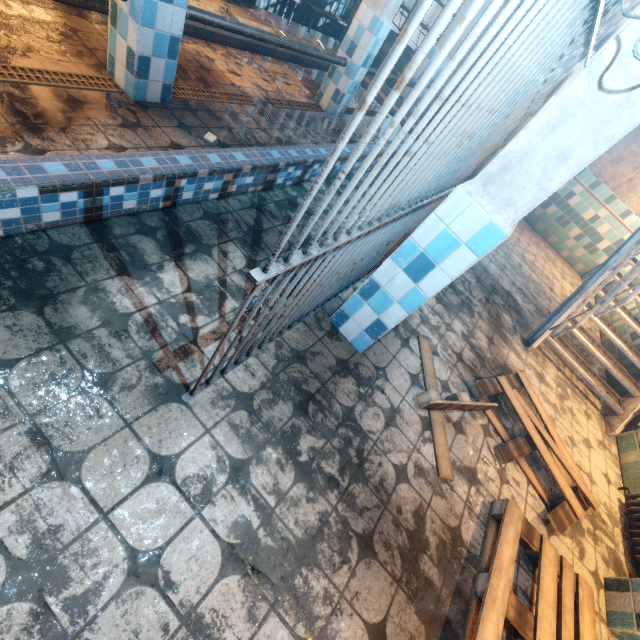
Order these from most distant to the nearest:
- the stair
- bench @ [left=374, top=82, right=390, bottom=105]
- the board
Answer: bench @ [left=374, top=82, right=390, bottom=105] → the stair → the board

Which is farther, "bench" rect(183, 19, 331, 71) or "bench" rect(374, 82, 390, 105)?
"bench" rect(374, 82, 390, 105)

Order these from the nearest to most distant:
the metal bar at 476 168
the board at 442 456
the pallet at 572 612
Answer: the metal bar at 476 168
the pallet at 572 612
the board at 442 456

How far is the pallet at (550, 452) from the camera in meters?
2.5 m

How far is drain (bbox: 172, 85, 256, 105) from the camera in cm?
313

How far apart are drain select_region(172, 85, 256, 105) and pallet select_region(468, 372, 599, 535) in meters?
3.9 m

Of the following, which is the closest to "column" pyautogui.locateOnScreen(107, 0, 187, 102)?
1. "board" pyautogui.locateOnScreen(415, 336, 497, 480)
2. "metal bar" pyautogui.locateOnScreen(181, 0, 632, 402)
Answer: "metal bar" pyautogui.locateOnScreen(181, 0, 632, 402)

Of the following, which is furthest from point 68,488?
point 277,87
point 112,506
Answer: point 277,87
